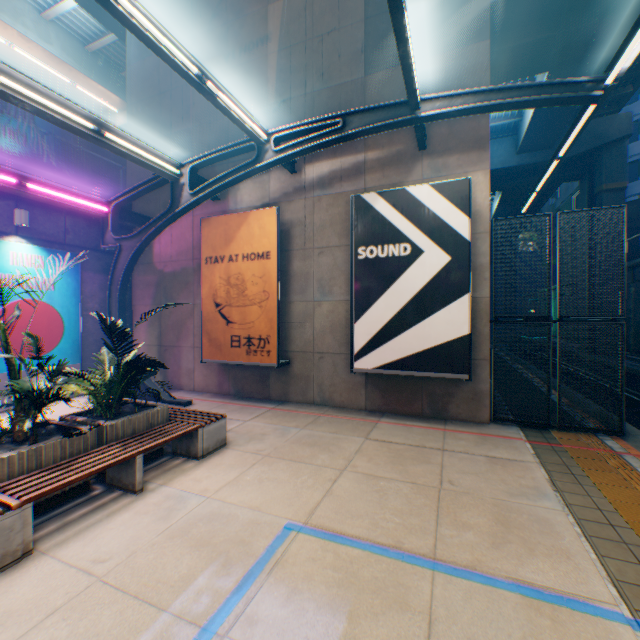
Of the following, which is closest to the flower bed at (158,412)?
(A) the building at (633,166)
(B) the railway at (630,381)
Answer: (B) the railway at (630,381)

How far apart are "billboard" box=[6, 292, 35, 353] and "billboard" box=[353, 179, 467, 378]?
8.69m

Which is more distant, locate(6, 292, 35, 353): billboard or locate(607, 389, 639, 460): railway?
locate(6, 292, 35, 353): billboard

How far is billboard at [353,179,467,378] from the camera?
7.02m

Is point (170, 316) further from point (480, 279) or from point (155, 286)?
point (480, 279)

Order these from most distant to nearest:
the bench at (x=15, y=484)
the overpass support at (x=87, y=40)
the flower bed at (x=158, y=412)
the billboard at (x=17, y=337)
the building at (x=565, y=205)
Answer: → the building at (x=565, y=205), the overpass support at (x=87, y=40), the billboard at (x=17, y=337), the flower bed at (x=158, y=412), the bench at (x=15, y=484)

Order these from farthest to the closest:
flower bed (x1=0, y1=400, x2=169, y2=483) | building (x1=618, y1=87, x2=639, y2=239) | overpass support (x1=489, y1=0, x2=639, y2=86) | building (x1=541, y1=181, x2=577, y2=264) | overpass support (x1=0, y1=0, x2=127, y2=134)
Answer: building (x1=541, y1=181, x2=577, y2=264)
building (x1=618, y1=87, x2=639, y2=239)
overpass support (x1=0, y1=0, x2=127, y2=134)
overpass support (x1=489, y1=0, x2=639, y2=86)
flower bed (x1=0, y1=400, x2=169, y2=483)

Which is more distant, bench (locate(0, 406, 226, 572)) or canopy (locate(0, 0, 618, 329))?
canopy (locate(0, 0, 618, 329))
